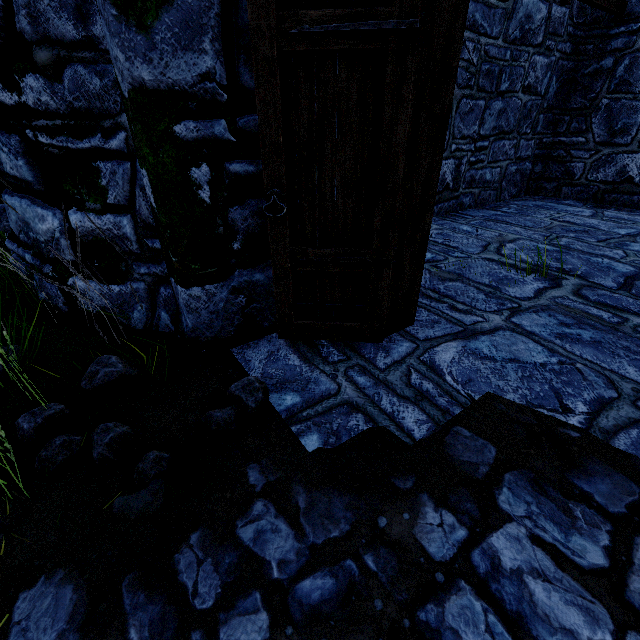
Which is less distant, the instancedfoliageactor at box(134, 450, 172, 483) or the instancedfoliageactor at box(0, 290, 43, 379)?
the instancedfoliageactor at box(134, 450, 172, 483)

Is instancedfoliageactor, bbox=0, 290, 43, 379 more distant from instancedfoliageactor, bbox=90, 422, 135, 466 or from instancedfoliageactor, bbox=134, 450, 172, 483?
instancedfoliageactor, bbox=134, 450, 172, 483

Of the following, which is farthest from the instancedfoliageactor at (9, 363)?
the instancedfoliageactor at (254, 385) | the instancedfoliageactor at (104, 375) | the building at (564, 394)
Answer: the instancedfoliageactor at (254, 385)

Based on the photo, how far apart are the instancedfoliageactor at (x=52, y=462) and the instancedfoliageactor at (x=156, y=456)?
0.7 meters

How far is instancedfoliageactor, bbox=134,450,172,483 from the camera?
1.5m

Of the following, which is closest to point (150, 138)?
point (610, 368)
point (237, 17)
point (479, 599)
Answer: point (237, 17)

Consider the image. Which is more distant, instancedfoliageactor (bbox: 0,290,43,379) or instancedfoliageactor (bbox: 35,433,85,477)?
instancedfoliageactor (bbox: 0,290,43,379)

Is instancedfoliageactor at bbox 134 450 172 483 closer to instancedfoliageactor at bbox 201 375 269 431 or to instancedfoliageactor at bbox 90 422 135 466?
instancedfoliageactor at bbox 201 375 269 431
